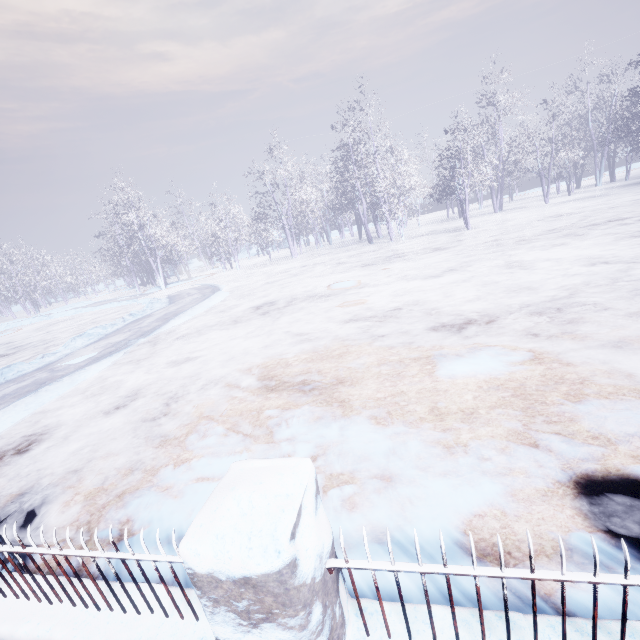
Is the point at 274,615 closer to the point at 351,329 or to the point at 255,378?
the point at 255,378
